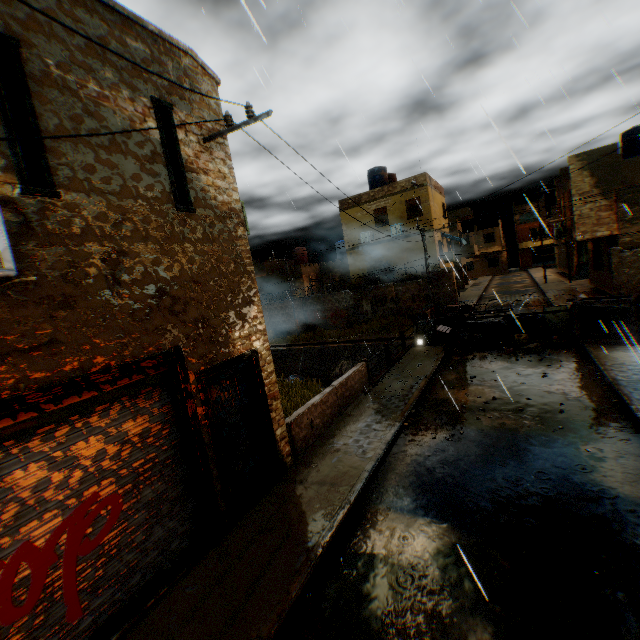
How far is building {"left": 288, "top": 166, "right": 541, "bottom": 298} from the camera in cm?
2320

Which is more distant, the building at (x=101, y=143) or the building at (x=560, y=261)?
the building at (x=560, y=261)

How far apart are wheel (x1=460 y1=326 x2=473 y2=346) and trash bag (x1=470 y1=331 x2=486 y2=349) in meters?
0.1 m

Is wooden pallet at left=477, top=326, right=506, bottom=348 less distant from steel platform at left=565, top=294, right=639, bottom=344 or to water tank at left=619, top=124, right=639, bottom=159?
steel platform at left=565, top=294, right=639, bottom=344

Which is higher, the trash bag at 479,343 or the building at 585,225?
the building at 585,225

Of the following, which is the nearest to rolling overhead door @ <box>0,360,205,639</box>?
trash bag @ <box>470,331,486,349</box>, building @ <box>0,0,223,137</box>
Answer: building @ <box>0,0,223,137</box>

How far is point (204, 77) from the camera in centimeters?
621cm

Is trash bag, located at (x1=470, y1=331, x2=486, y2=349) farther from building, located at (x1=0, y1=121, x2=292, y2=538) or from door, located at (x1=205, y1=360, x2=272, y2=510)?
door, located at (x1=205, y1=360, x2=272, y2=510)
